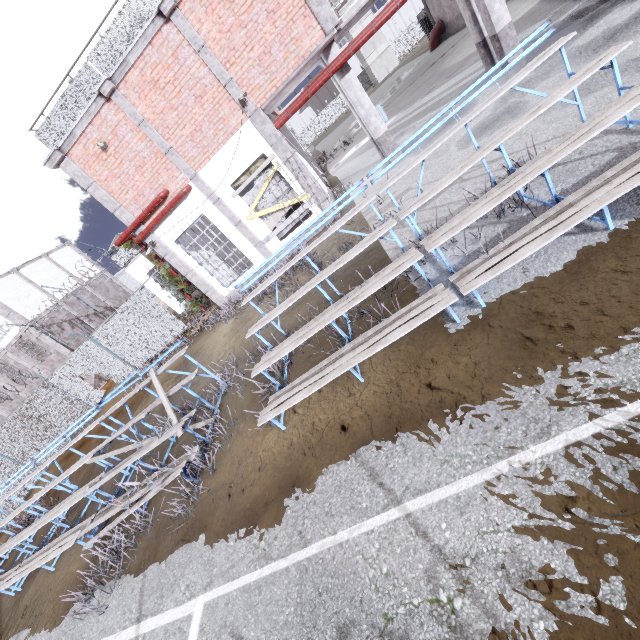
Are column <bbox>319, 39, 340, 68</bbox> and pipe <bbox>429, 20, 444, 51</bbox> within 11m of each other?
no

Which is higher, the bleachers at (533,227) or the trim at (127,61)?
the trim at (127,61)

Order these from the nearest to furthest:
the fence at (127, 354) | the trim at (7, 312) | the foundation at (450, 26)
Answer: the fence at (127, 354)
the trim at (7, 312)
the foundation at (450, 26)

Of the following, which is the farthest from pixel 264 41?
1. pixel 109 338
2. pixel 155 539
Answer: pixel 109 338

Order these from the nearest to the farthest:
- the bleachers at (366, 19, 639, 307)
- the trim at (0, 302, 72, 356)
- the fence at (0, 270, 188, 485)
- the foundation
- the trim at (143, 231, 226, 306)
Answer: the bleachers at (366, 19, 639, 307) < the trim at (143, 231, 226, 306) < the fence at (0, 270, 188, 485) < the trim at (0, 302, 72, 356) < the foundation

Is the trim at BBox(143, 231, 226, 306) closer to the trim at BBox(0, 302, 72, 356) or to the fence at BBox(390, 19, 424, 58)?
the fence at BBox(390, 19, 424, 58)

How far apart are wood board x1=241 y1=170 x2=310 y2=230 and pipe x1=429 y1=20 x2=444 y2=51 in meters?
28.6

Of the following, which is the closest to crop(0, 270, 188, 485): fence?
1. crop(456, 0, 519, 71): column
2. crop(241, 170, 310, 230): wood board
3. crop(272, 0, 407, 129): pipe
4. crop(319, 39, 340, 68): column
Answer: crop(241, 170, 310, 230): wood board
